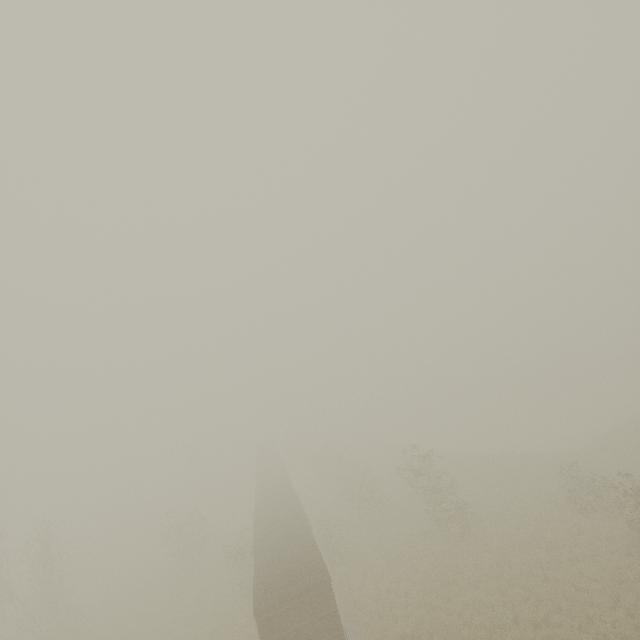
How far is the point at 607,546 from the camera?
18.3m
